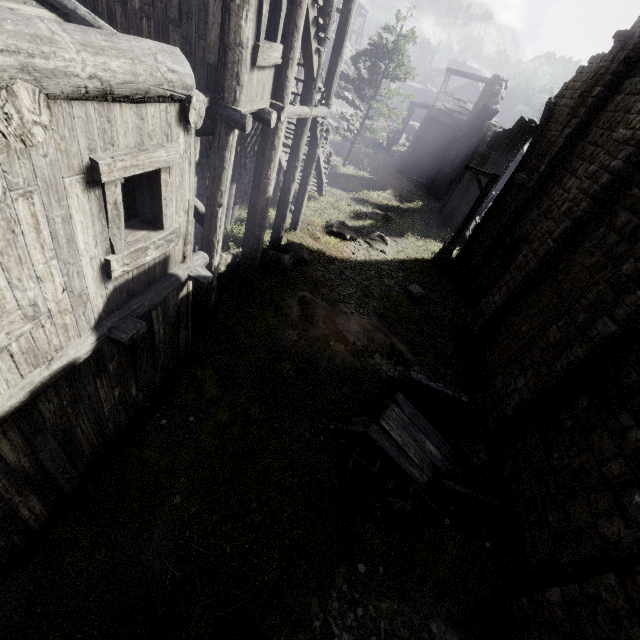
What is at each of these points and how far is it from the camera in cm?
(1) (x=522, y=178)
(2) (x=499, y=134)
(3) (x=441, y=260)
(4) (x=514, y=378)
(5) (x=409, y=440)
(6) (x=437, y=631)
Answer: (1) column, 1355
(2) column, 1883
(3) wooden lamp post, 1642
(4) building, 840
(5) broken furniture, 740
(6) rubble, 558

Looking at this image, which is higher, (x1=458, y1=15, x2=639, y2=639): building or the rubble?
(x1=458, y1=15, x2=639, y2=639): building

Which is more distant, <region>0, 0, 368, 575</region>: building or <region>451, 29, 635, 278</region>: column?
<region>451, 29, 635, 278</region>: column

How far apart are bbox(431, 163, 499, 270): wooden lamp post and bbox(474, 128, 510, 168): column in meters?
6.3 m

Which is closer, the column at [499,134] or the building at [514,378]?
the building at [514,378]

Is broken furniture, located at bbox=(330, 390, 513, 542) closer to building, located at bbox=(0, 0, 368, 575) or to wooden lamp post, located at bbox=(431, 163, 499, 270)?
building, located at bbox=(0, 0, 368, 575)

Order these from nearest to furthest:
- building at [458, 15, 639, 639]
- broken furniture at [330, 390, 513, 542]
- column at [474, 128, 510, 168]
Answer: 1. building at [458, 15, 639, 639]
2. broken furniture at [330, 390, 513, 542]
3. column at [474, 128, 510, 168]

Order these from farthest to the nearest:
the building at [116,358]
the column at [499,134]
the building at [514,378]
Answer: the column at [499,134], the building at [514,378], the building at [116,358]
